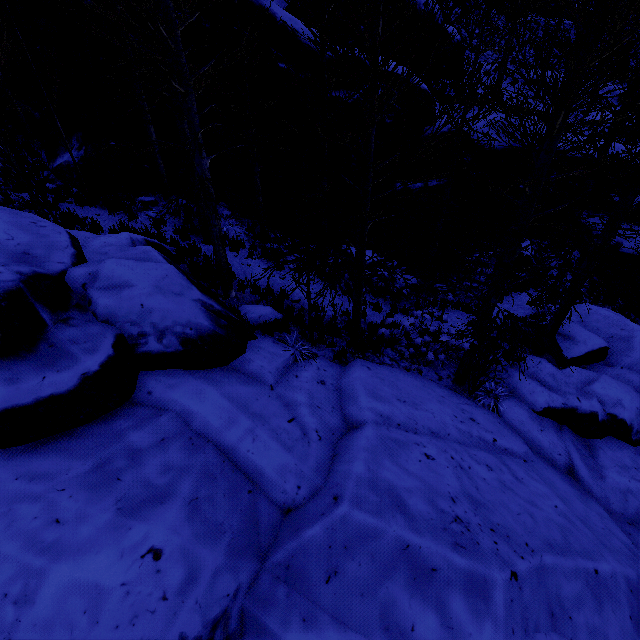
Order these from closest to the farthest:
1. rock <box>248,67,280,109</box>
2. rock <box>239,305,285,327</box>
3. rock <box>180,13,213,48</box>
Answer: rock <box>239,305,285,327</box>
rock <box>180,13,213,48</box>
rock <box>248,67,280,109</box>

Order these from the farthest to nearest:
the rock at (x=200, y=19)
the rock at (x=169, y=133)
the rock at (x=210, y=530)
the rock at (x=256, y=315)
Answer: the rock at (x=169, y=133)
the rock at (x=200, y=19)
the rock at (x=256, y=315)
the rock at (x=210, y=530)

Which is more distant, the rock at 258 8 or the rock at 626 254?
the rock at 626 254

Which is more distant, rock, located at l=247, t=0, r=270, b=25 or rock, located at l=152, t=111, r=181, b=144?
rock, located at l=152, t=111, r=181, b=144

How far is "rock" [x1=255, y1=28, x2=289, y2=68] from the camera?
8.8m

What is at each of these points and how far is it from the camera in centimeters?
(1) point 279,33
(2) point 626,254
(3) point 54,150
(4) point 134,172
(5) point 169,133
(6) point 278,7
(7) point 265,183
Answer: (1) rock, 878cm
(2) rock, 1329cm
(3) rock, 967cm
(4) rock, 978cm
(5) rock, 977cm
(6) rock, 893cm
(7) rock, 1050cm
